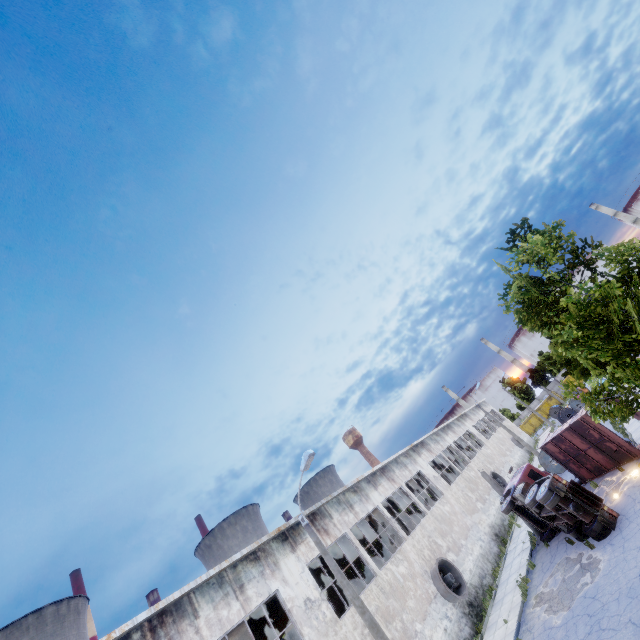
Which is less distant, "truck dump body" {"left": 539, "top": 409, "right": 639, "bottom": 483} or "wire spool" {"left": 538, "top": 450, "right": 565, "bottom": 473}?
"truck dump body" {"left": 539, "top": 409, "right": 639, "bottom": 483}

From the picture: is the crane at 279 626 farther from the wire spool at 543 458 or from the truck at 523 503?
the wire spool at 543 458

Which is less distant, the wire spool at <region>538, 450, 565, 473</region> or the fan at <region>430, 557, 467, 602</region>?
the fan at <region>430, 557, 467, 602</region>

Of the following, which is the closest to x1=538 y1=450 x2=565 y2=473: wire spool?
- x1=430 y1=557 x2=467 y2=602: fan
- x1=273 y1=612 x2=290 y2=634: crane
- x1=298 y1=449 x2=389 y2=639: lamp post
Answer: x1=430 y1=557 x2=467 y2=602: fan

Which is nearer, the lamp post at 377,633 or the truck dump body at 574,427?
the lamp post at 377,633

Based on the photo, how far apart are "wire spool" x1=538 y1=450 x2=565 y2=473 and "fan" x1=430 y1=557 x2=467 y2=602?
13.9 meters

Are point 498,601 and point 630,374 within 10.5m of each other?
no

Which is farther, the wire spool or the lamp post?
the wire spool
